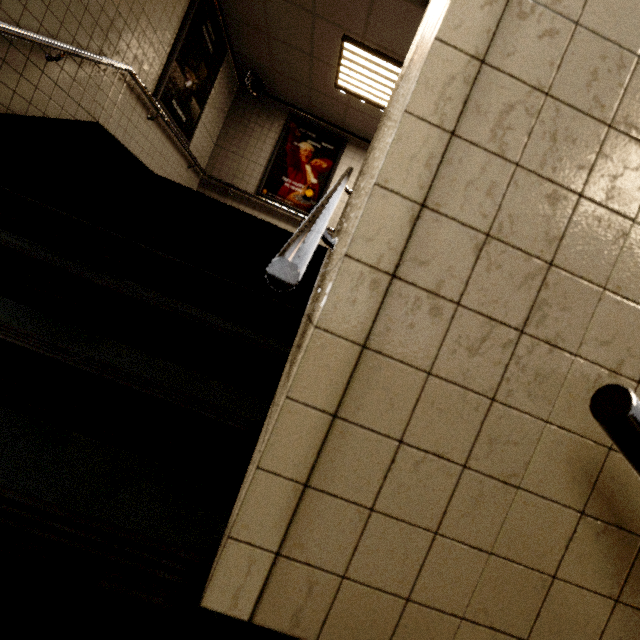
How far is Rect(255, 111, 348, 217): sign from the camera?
6.4m

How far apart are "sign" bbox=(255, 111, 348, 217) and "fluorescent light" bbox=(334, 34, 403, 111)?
1.1 meters

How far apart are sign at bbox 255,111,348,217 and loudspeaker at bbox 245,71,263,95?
0.65m

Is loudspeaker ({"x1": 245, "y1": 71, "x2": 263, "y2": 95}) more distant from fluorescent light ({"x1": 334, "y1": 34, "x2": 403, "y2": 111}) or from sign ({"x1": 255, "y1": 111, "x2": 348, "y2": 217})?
fluorescent light ({"x1": 334, "y1": 34, "x2": 403, "y2": 111})

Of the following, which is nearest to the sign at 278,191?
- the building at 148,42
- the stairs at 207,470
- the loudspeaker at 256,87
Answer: the building at 148,42

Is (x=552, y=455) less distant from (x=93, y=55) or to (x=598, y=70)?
(x=598, y=70)

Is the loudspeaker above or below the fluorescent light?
below

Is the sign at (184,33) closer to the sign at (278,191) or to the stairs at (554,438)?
the sign at (278,191)
